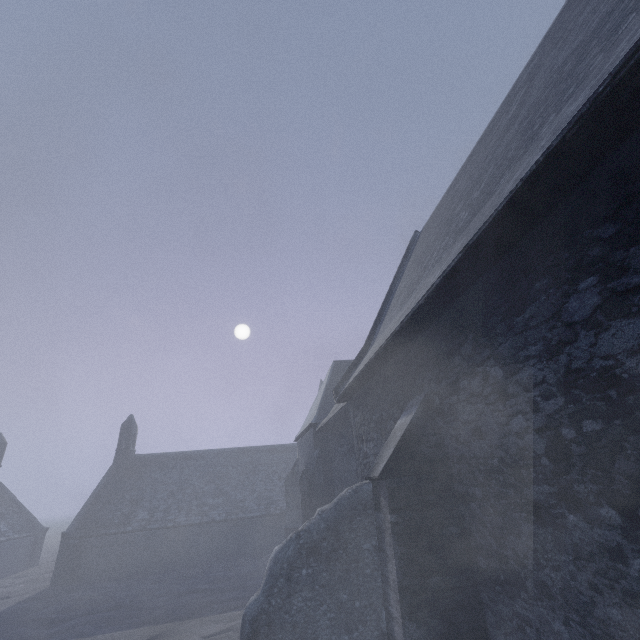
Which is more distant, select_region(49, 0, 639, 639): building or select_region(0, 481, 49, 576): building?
select_region(0, 481, 49, 576): building

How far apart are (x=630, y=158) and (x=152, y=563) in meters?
33.2 m

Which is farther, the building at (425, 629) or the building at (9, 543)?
the building at (9, 543)
